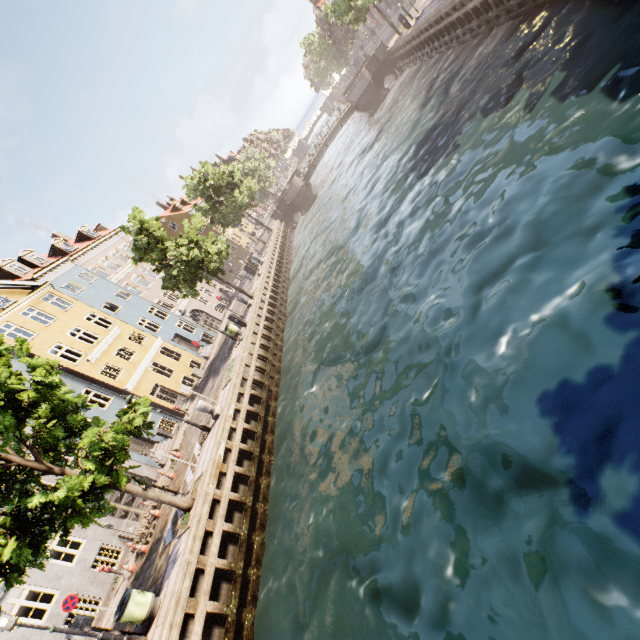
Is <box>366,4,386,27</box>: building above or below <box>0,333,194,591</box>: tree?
below

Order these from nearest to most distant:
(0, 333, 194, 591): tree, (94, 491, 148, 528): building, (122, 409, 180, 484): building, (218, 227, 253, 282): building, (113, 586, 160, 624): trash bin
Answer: (0, 333, 194, 591): tree, (113, 586, 160, 624): trash bin, (94, 491, 148, 528): building, (122, 409, 180, 484): building, (218, 227, 253, 282): building

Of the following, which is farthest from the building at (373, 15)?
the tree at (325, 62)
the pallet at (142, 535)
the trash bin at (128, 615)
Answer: the pallet at (142, 535)

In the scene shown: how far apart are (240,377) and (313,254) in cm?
1311

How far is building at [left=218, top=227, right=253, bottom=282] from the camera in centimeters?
5155cm

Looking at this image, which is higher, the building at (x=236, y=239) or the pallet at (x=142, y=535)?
the building at (x=236, y=239)

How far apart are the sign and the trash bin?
5.95m

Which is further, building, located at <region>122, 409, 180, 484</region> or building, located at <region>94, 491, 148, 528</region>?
building, located at <region>122, 409, 180, 484</region>
